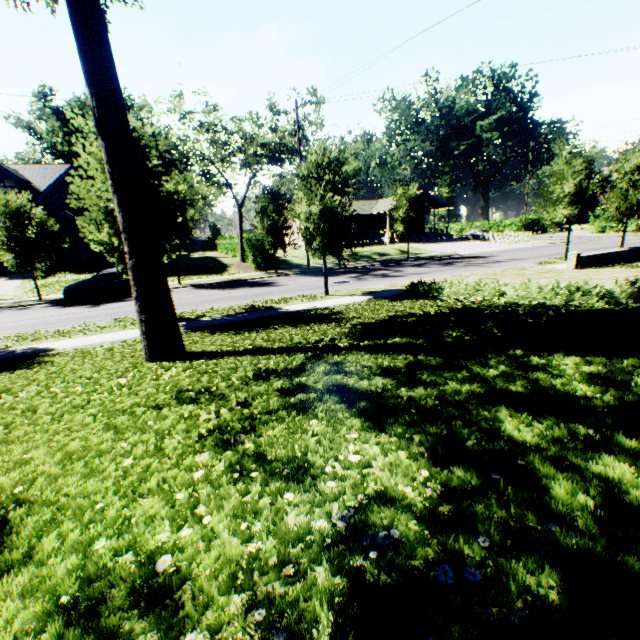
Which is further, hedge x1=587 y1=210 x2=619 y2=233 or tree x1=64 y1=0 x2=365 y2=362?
hedge x1=587 y1=210 x2=619 y2=233

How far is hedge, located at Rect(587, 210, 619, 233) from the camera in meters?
43.8 m

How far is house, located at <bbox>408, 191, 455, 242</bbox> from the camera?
43.2 meters

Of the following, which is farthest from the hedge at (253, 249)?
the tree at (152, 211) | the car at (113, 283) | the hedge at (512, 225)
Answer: the hedge at (512, 225)

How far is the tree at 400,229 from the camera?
26.9 meters

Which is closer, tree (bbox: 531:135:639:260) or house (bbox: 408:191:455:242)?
tree (bbox: 531:135:639:260)

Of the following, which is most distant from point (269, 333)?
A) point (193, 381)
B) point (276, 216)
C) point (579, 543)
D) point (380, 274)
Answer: point (276, 216)

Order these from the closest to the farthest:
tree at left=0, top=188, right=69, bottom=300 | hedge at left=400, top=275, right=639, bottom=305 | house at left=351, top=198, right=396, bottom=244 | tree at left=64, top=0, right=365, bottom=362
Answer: tree at left=64, top=0, right=365, bottom=362 < hedge at left=400, top=275, right=639, bottom=305 < tree at left=0, top=188, right=69, bottom=300 < house at left=351, top=198, right=396, bottom=244
